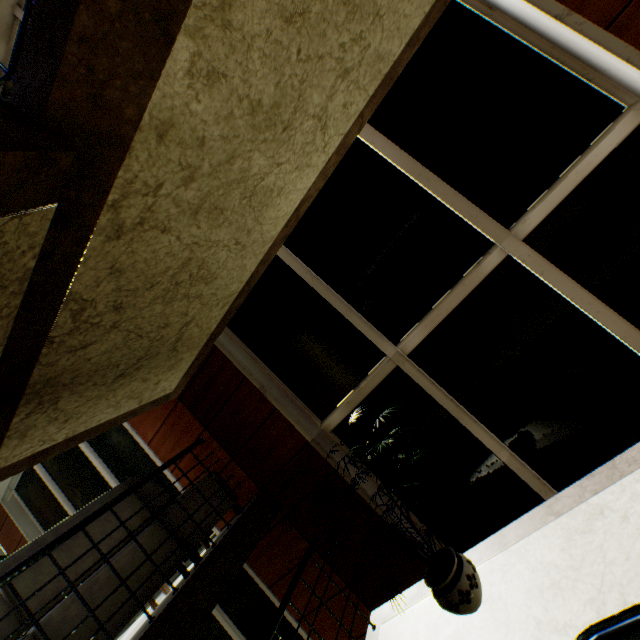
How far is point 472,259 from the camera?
2.82m

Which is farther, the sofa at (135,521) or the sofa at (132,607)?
the sofa at (135,521)

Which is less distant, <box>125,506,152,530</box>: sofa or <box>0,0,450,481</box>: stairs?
<box>0,0,450,481</box>: stairs

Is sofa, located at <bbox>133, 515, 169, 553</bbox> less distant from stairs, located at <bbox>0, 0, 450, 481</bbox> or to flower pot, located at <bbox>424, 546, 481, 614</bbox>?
stairs, located at <bbox>0, 0, 450, 481</bbox>

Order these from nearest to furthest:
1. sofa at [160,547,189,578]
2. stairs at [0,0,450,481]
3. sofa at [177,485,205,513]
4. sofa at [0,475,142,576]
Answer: stairs at [0,0,450,481]
sofa at [0,475,142,576]
sofa at [160,547,189,578]
sofa at [177,485,205,513]

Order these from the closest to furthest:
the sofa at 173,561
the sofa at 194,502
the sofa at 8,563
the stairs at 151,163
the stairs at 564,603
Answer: the stairs at 151,163 → the stairs at 564,603 → the sofa at 8,563 → the sofa at 173,561 → the sofa at 194,502
